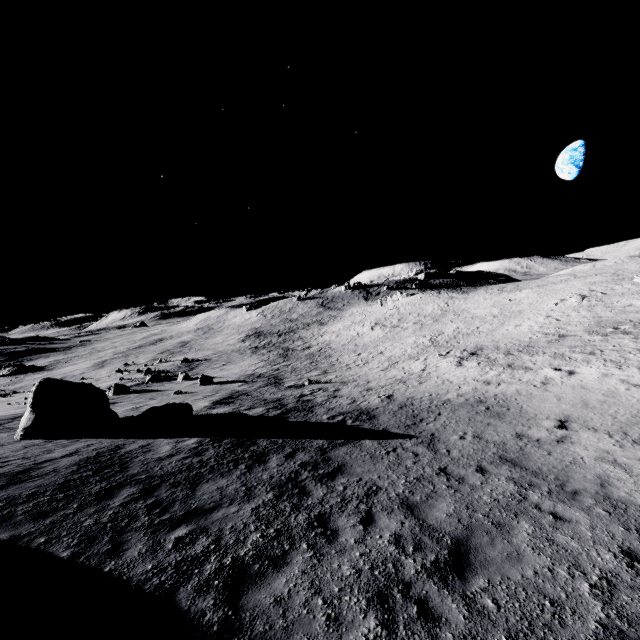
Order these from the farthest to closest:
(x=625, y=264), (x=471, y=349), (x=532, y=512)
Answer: (x=625, y=264), (x=471, y=349), (x=532, y=512)

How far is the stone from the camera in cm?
1405

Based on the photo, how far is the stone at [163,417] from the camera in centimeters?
1405cm
